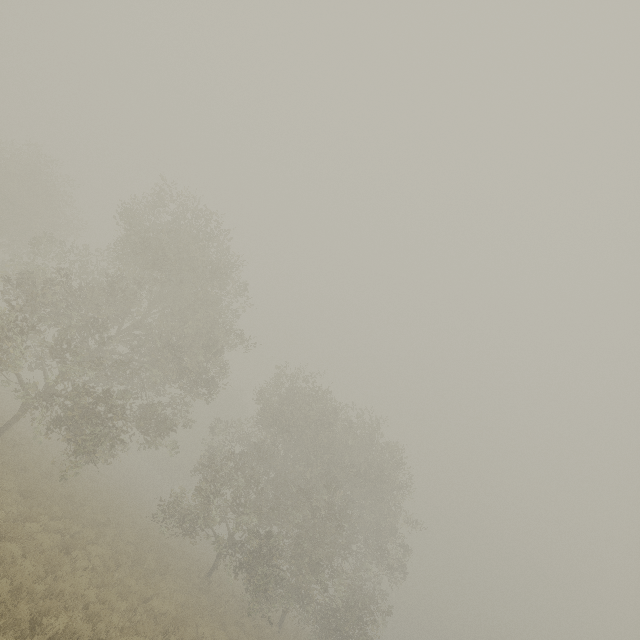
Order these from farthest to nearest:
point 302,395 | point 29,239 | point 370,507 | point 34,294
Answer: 1. point 29,239
2. point 370,507
3. point 302,395
4. point 34,294
